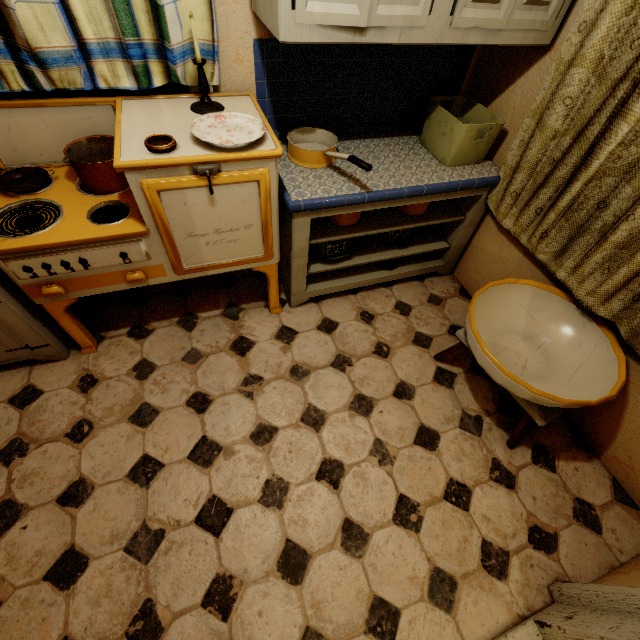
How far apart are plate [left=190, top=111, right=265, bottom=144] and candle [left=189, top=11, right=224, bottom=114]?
0.1m

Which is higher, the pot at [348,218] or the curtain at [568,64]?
the curtain at [568,64]

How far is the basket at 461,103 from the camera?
1.7 meters

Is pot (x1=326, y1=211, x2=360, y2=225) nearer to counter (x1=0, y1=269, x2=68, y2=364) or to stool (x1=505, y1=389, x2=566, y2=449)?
stool (x1=505, y1=389, x2=566, y2=449)

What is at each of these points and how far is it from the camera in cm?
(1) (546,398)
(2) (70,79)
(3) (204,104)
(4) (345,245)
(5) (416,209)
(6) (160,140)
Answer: (1) basin, 129
(2) curtain, 135
(3) candle, 145
(4) plate, 204
(5) pot, 199
(6) ashtray, 126

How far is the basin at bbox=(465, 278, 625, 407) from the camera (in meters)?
1.37

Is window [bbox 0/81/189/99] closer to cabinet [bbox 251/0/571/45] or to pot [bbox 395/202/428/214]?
cabinet [bbox 251/0/571/45]

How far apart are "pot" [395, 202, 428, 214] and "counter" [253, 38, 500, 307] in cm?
5
